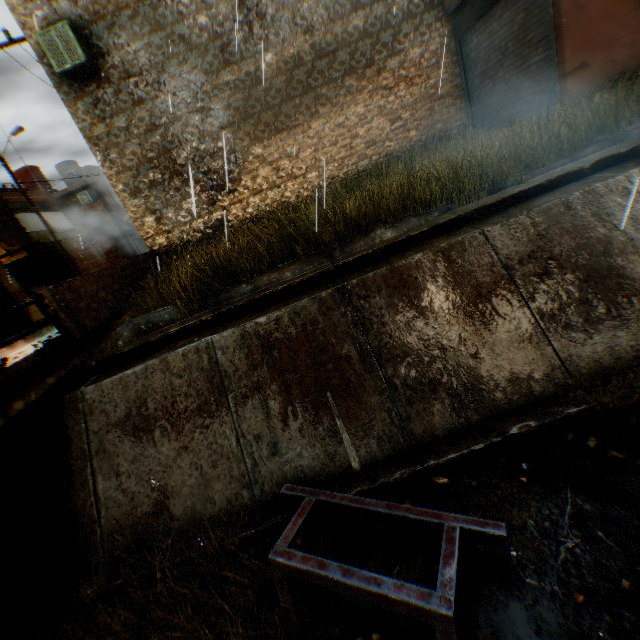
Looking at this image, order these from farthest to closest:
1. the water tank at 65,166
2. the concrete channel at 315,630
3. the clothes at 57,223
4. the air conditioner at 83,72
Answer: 1. the water tank at 65,166
2. the clothes at 57,223
3. the air conditioner at 83,72
4. the concrete channel at 315,630

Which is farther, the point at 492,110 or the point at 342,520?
the point at 492,110

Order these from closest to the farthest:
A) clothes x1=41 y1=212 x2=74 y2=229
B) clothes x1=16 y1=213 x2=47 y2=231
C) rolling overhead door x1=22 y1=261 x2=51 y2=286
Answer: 1. clothes x1=16 y1=213 x2=47 y2=231
2. rolling overhead door x1=22 y1=261 x2=51 y2=286
3. clothes x1=41 y1=212 x2=74 y2=229

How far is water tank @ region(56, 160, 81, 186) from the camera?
26.1m

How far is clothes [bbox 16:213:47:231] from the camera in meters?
18.9 m

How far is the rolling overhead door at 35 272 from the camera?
19.9 meters

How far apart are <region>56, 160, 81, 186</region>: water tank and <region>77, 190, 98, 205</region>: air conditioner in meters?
4.8

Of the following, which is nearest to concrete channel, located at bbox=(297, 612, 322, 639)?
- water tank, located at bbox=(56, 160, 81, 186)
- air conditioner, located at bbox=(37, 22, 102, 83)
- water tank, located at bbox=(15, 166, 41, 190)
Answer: air conditioner, located at bbox=(37, 22, 102, 83)
